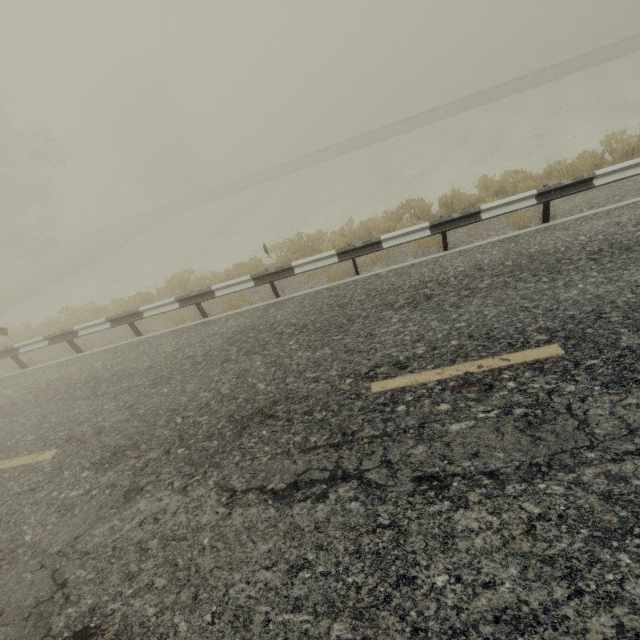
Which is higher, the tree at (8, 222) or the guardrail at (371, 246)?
the tree at (8, 222)

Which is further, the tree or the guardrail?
the tree

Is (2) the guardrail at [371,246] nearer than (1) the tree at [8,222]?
Yes

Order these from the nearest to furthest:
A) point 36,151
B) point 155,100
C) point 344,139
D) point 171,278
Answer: point 171,278, point 36,151, point 155,100, point 344,139

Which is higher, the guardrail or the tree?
the tree
